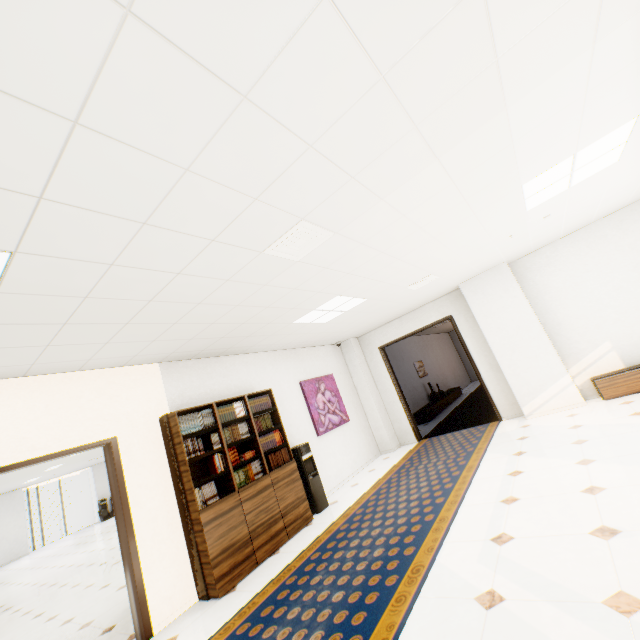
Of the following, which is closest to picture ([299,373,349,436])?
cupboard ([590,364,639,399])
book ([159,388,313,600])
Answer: book ([159,388,313,600])

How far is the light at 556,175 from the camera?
3.3m

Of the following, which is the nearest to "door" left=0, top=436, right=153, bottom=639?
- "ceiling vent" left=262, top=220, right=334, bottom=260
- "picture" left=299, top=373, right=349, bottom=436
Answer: "ceiling vent" left=262, top=220, right=334, bottom=260

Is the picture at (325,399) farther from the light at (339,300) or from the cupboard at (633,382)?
the cupboard at (633,382)

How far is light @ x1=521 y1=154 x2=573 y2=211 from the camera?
3.3 meters

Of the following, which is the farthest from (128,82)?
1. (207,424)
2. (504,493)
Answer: (504,493)

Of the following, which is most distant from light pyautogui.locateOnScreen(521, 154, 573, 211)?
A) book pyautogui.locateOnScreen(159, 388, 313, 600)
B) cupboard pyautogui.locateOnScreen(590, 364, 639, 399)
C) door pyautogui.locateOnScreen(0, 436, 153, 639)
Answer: door pyautogui.locateOnScreen(0, 436, 153, 639)

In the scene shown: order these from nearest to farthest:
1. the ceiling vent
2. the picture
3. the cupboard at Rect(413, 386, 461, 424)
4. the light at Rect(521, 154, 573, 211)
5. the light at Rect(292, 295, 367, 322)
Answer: the ceiling vent < the light at Rect(521, 154, 573, 211) < the light at Rect(292, 295, 367, 322) < the picture < the cupboard at Rect(413, 386, 461, 424)
